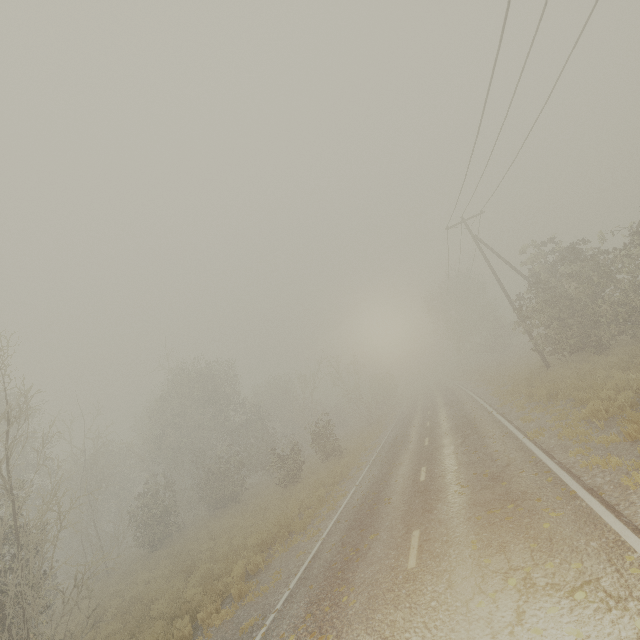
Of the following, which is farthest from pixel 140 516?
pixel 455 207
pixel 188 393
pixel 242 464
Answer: pixel 455 207
